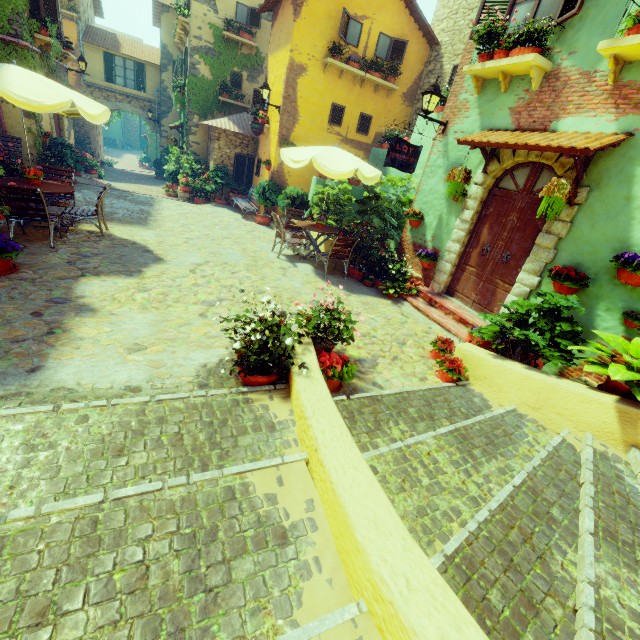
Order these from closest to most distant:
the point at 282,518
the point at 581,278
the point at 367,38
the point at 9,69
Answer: the point at 282,518 < the point at 581,278 < the point at 9,69 < the point at 367,38

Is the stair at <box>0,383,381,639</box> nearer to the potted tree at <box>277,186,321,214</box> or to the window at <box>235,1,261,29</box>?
the window at <box>235,1,261,29</box>

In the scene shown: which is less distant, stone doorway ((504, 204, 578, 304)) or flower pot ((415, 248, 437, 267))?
stone doorway ((504, 204, 578, 304))

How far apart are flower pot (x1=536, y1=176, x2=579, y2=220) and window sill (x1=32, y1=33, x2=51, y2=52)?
14.7 meters

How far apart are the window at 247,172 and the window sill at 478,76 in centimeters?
1070cm

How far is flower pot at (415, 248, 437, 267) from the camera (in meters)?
7.32

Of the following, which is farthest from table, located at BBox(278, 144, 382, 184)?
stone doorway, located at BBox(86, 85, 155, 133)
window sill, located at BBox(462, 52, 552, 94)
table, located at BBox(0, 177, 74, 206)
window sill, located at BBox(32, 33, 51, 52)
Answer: stone doorway, located at BBox(86, 85, 155, 133)

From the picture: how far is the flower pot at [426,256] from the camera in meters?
7.3
